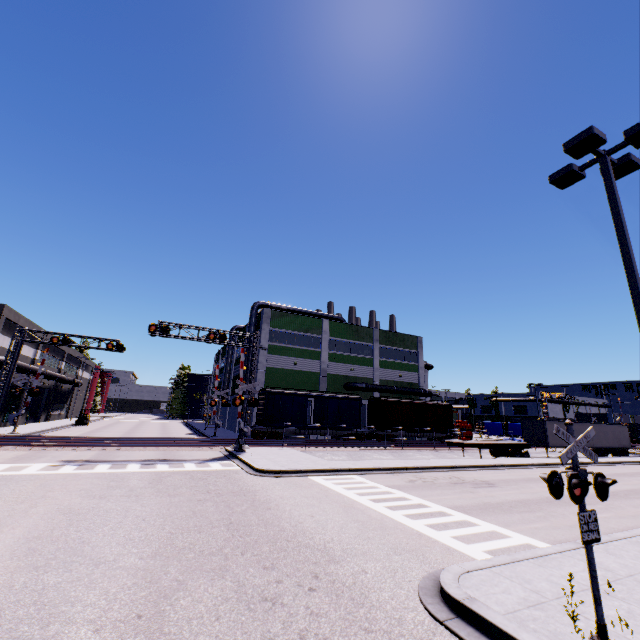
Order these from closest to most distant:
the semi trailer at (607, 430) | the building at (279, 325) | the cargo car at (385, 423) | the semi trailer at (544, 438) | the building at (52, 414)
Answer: A:
1. the semi trailer at (544, 438)
2. the semi trailer at (607, 430)
3. the cargo car at (385, 423)
4. the building at (279, 325)
5. the building at (52, 414)

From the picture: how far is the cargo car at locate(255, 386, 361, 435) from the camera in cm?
3161

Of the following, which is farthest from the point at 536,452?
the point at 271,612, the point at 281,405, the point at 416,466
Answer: the point at 271,612

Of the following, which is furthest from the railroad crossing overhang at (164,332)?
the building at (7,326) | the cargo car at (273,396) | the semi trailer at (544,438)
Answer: the semi trailer at (544,438)

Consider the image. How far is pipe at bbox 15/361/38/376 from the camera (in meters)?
30.62

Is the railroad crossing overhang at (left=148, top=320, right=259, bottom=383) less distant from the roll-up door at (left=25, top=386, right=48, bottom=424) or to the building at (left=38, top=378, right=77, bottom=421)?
the building at (left=38, top=378, right=77, bottom=421)

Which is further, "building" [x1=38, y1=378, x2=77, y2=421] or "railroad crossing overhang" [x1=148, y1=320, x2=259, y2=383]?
"building" [x1=38, y1=378, x2=77, y2=421]
